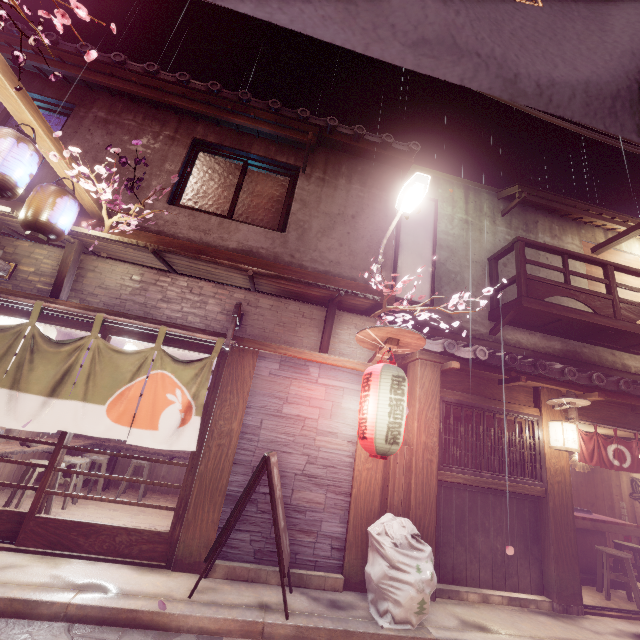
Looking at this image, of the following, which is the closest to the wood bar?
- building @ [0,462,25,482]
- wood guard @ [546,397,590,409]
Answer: wood guard @ [546,397,590,409]

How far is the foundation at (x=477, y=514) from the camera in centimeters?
830cm

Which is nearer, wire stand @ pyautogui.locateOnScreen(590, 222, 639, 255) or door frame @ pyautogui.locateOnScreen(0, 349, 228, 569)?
door frame @ pyautogui.locateOnScreen(0, 349, 228, 569)

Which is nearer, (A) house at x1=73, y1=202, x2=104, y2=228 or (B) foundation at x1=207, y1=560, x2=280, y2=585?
(B) foundation at x1=207, y1=560, x2=280, y2=585

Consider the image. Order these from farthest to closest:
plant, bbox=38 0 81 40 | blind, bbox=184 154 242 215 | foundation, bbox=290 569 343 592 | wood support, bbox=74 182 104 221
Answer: blind, bbox=184 154 242 215
wood support, bbox=74 182 104 221
foundation, bbox=290 569 343 592
plant, bbox=38 0 81 40

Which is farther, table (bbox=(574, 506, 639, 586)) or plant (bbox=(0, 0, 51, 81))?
table (bbox=(574, 506, 639, 586))

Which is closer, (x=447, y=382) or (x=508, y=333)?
(x=447, y=382)

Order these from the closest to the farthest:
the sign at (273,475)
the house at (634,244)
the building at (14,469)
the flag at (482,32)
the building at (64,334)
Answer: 1. the flag at (482,32)
2. the sign at (273,475)
3. the building at (14,469)
4. the building at (64,334)
5. the house at (634,244)
